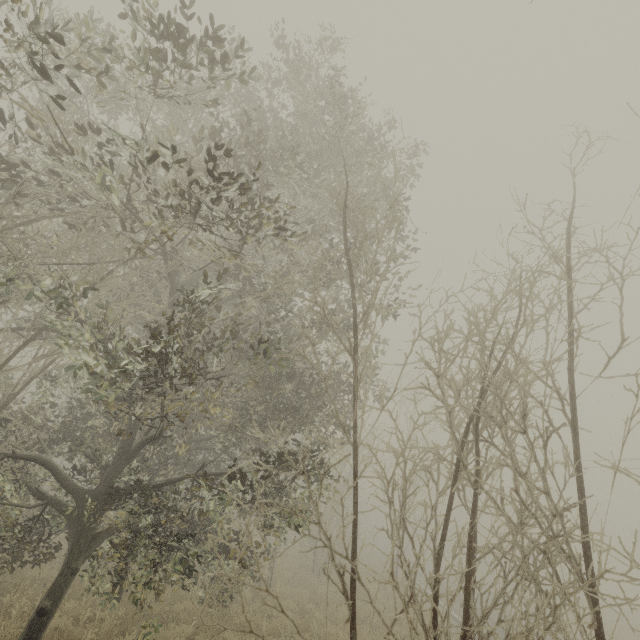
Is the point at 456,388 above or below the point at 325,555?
above
